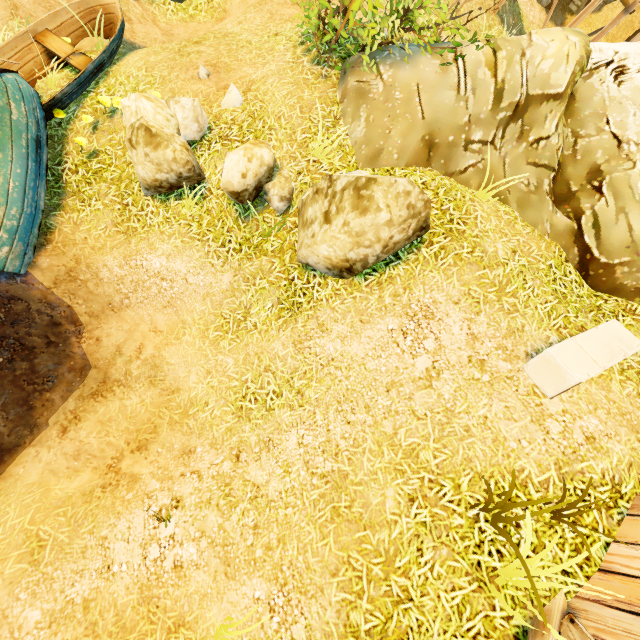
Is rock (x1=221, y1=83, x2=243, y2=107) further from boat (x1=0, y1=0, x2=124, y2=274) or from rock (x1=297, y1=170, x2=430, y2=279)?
boat (x1=0, y1=0, x2=124, y2=274)

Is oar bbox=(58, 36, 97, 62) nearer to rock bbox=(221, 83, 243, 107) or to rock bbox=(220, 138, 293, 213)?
rock bbox=(221, 83, 243, 107)

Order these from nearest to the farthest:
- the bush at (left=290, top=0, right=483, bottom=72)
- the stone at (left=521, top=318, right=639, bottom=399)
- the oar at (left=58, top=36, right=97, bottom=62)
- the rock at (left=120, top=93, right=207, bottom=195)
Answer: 1. the stone at (left=521, top=318, right=639, bottom=399)
2. the bush at (left=290, top=0, right=483, bottom=72)
3. the rock at (left=120, top=93, right=207, bottom=195)
4. the oar at (left=58, top=36, right=97, bottom=62)

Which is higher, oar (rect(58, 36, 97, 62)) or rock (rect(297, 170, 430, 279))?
rock (rect(297, 170, 430, 279))

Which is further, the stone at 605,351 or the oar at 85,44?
the oar at 85,44

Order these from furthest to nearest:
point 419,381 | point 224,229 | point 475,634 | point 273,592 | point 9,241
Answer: point 224,229 → point 9,241 → point 419,381 → point 273,592 → point 475,634

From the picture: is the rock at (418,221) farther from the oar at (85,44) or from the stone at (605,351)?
the oar at (85,44)

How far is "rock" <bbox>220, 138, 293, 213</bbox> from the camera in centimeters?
512cm
